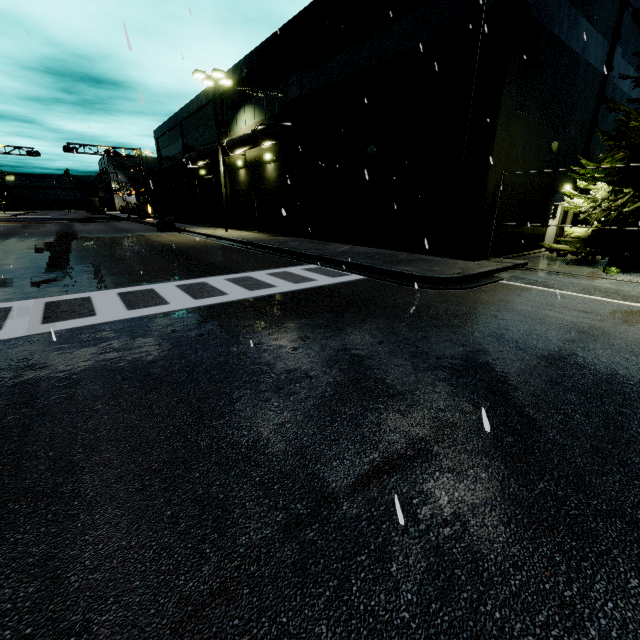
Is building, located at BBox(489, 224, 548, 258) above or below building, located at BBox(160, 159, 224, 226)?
below

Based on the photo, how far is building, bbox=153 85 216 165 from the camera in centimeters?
2730cm

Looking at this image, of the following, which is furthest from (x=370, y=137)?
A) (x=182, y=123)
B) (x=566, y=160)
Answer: (x=182, y=123)

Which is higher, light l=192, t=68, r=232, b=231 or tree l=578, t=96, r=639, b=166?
light l=192, t=68, r=232, b=231

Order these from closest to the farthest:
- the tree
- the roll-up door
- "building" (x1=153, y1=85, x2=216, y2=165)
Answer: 1. the tree
2. "building" (x1=153, y1=85, x2=216, y2=165)
3. the roll-up door

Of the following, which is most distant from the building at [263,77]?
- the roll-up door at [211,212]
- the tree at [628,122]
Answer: the tree at [628,122]

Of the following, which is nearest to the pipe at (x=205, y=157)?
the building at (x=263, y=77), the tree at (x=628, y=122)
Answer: the building at (x=263, y=77)
